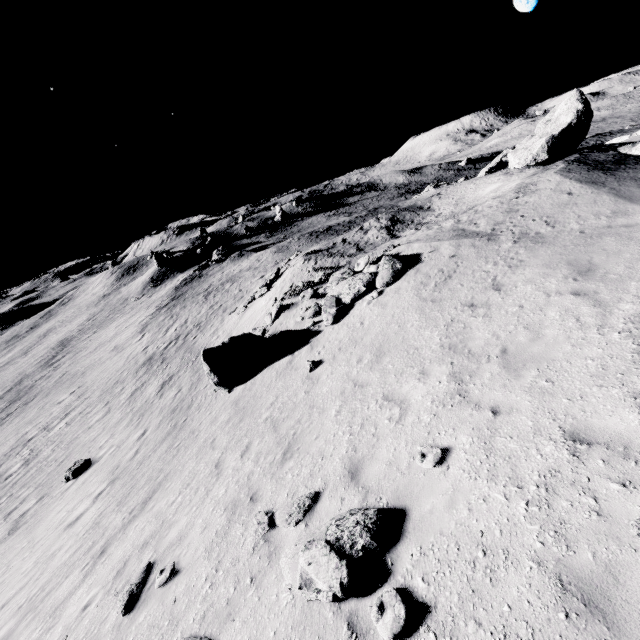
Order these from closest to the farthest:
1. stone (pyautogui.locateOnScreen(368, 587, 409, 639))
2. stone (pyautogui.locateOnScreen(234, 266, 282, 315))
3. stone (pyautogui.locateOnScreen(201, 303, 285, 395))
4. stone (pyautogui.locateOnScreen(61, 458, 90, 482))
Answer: stone (pyautogui.locateOnScreen(368, 587, 409, 639)), stone (pyautogui.locateOnScreen(201, 303, 285, 395)), stone (pyautogui.locateOnScreen(61, 458, 90, 482)), stone (pyautogui.locateOnScreen(234, 266, 282, 315))

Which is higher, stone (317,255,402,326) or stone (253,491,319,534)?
stone (317,255,402,326)

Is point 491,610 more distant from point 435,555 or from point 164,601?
point 164,601

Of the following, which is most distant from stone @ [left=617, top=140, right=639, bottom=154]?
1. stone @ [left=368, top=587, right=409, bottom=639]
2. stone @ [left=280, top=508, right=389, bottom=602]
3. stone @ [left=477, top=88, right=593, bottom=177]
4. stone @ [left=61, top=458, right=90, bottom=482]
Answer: stone @ [left=61, top=458, right=90, bottom=482]

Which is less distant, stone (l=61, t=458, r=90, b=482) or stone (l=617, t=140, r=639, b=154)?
stone (l=617, t=140, r=639, b=154)

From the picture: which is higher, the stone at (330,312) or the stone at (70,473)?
the stone at (330,312)

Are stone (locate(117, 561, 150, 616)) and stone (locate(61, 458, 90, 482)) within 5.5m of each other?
no

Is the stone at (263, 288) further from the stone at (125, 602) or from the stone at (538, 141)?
the stone at (125, 602)
